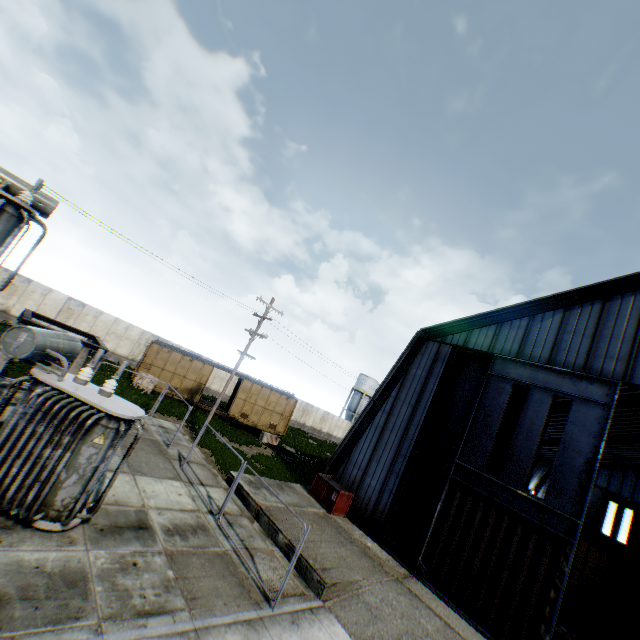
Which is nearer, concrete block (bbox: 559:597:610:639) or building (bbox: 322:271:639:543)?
building (bbox: 322:271:639:543)

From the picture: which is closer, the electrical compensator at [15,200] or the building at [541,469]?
the electrical compensator at [15,200]

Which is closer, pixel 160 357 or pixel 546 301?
pixel 546 301

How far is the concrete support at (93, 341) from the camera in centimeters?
992cm

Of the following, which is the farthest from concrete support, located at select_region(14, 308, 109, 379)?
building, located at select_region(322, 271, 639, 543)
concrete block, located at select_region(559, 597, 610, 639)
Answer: concrete block, located at select_region(559, 597, 610, 639)

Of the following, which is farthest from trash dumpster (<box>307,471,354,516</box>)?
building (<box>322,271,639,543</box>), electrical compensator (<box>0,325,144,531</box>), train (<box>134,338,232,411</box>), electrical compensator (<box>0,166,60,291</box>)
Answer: electrical compensator (<box>0,166,60,291</box>)

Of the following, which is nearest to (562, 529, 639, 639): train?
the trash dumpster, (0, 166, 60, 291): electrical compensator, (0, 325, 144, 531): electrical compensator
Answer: the trash dumpster

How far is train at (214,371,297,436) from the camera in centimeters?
2645cm
